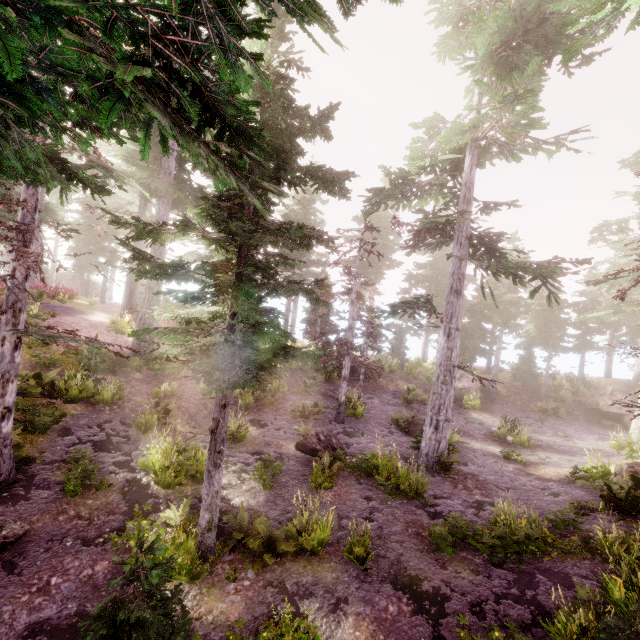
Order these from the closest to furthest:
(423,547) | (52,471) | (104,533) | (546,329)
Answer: (104,533)
(423,547)
(52,471)
(546,329)

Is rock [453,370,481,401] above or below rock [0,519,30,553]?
above

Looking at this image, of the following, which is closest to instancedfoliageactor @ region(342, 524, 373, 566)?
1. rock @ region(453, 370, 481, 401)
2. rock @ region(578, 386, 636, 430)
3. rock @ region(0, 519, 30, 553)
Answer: rock @ region(453, 370, 481, 401)

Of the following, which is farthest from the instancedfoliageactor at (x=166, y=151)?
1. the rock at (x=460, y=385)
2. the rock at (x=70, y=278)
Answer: the rock at (x=460, y=385)

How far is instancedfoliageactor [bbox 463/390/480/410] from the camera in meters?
23.3

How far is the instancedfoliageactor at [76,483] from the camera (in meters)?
8.09

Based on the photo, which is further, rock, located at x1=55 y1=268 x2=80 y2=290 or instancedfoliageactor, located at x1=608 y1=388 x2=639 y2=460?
rock, located at x1=55 y1=268 x2=80 y2=290
